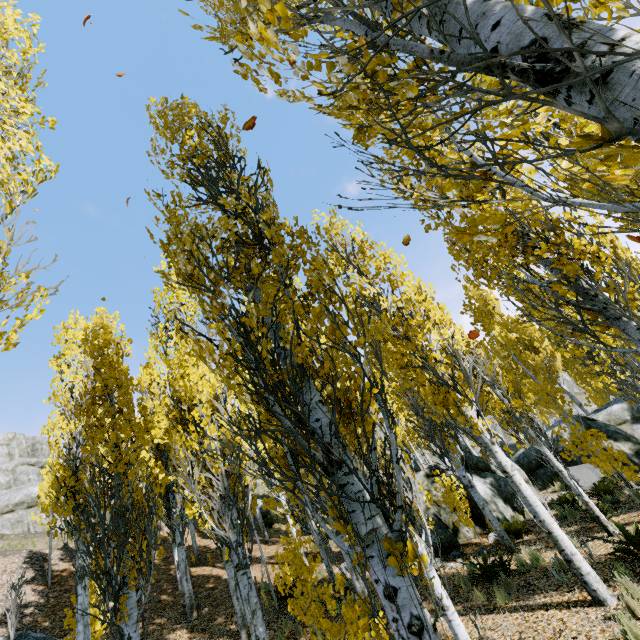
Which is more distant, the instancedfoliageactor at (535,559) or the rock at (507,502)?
the rock at (507,502)

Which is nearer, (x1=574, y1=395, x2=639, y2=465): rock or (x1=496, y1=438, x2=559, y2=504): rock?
(x1=574, y1=395, x2=639, y2=465): rock

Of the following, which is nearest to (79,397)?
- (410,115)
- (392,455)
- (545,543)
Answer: (392,455)

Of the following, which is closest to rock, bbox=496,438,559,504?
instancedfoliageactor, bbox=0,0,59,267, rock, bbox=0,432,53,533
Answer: instancedfoliageactor, bbox=0,0,59,267

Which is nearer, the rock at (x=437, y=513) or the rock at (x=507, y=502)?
the rock at (x=437, y=513)

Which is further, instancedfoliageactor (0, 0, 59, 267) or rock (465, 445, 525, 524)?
rock (465, 445, 525, 524)
